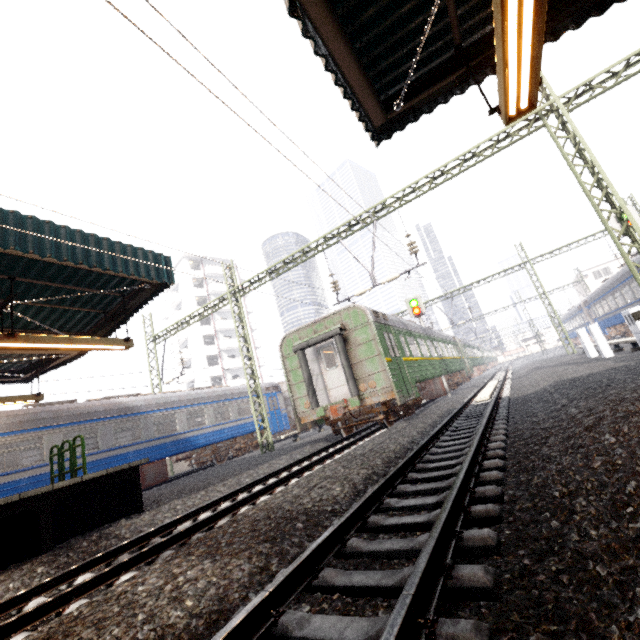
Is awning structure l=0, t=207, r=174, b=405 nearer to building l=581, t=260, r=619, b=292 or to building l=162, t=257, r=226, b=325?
building l=162, t=257, r=226, b=325

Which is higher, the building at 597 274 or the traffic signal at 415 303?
the building at 597 274

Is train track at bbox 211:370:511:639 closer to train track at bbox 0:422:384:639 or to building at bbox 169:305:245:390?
train track at bbox 0:422:384:639

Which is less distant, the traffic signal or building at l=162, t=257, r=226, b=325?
the traffic signal

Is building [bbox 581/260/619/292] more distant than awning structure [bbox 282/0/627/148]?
Yes

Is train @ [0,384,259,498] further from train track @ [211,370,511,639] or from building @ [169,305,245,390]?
building @ [169,305,245,390]

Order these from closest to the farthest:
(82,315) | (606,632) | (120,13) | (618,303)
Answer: (606,632)
(120,13)
(82,315)
(618,303)

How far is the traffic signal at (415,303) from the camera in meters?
18.5
